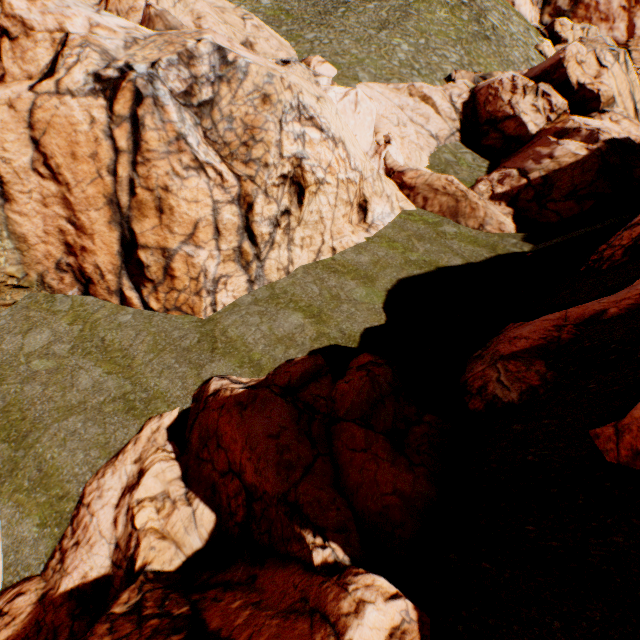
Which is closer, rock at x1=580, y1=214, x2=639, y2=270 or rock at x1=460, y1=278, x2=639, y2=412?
rock at x1=460, y1=278, x2=639, y2=412

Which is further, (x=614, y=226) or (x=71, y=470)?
(x=614, y=226)

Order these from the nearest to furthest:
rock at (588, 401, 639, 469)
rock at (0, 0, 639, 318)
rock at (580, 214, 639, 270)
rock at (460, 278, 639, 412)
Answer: rock at (588, 401, 639, 469) < rock at (460, 278, 639, 412) < rock at (580, 214, 639, 270) < rock at (0, 0, 639, 318)

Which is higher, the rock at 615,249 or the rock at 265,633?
the rock at 615,249

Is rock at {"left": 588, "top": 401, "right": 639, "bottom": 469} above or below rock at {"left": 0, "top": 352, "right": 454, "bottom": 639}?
above

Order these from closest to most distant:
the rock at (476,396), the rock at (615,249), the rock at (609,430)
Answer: the rock at (609,430) < the rock at (476,396) < the rock at (615,249)
